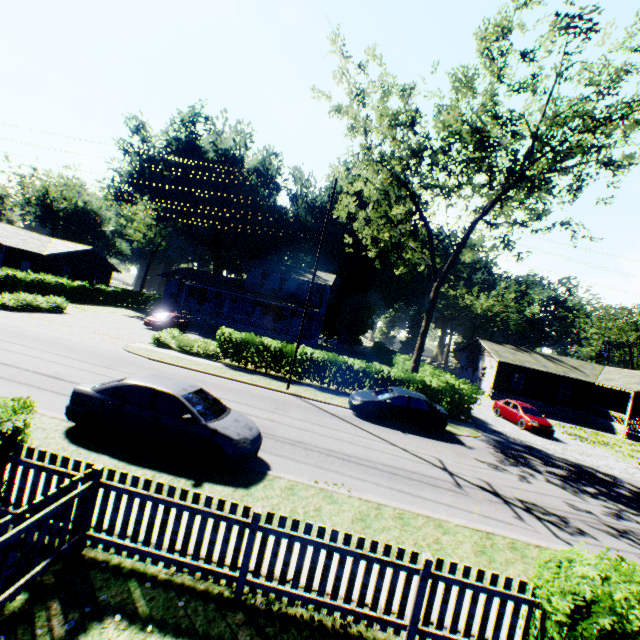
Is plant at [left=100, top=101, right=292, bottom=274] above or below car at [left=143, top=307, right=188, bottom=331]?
above

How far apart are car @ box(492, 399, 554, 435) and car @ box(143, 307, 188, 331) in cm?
2888

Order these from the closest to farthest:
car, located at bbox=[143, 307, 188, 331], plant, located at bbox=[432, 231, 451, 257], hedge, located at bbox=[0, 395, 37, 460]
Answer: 1. hedge, located at bbox=[0, 395, 37, 460]
2. car, located at bbox=[143, 307, 188, 331]
3. plant, located at bbox=[432, 231, 451, 257]

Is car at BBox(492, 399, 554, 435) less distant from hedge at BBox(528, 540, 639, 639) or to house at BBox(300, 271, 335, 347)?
hedge at BBox(528, 540, 639, 639)

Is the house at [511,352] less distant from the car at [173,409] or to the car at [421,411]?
the car at [421,411]

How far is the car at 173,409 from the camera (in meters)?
7.75

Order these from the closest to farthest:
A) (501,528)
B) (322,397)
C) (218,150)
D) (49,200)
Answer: (501,528)
(322,397)
(218,150)
(49,200)

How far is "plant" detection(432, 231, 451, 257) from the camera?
49.69m
